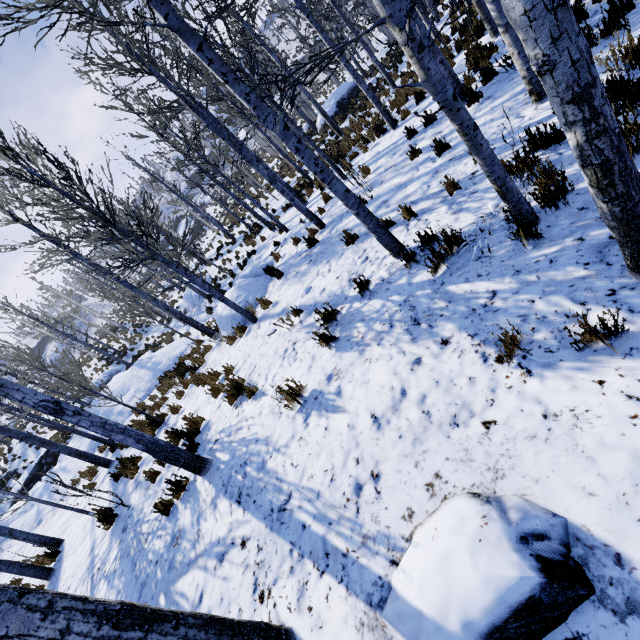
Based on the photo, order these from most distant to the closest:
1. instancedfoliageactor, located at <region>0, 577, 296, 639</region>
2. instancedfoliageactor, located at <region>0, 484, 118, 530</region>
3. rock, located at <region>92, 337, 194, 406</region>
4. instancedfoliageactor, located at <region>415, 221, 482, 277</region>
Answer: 1. rock, located at <region>92, 337, 194, 406</region>
2. instancedfoliageactor, located at <region>0, 484, 118, 530</region>
3. instancedfoliageactor, located at <region>415, 221, 482, 277</region>
4. instancedfoliageactor, located at <region>0, 577, 296, 639</region>

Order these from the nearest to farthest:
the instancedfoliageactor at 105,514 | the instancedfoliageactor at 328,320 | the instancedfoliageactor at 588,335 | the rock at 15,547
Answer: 1. the instancedfoliageactor at 588,335
2. the instancedfoliageactor at 328,320
3. the instancedfoliageactor at 105,514
4. the rock at 15,547

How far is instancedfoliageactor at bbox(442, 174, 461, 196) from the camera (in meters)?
5.00

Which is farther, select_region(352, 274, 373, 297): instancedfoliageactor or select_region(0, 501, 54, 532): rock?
select_region(0, 501, 54, 532): rock

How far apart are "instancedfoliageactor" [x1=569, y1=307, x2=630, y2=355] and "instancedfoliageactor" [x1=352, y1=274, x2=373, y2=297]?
2.4m

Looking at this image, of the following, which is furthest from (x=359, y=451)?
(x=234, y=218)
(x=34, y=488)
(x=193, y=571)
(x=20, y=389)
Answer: (x=234, y=218)

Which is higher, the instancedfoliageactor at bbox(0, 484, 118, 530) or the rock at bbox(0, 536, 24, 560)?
the rock at bbox(0, 536, 24, 560)

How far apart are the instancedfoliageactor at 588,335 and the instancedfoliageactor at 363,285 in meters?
2.4 m
